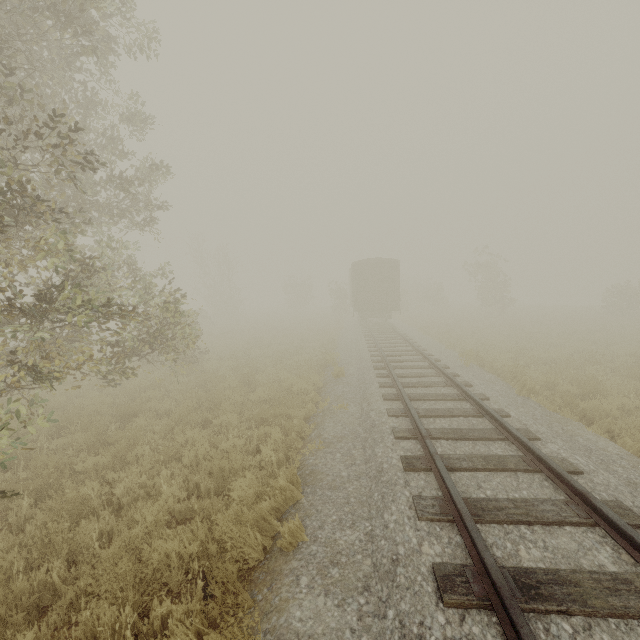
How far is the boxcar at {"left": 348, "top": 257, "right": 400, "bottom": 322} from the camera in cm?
2323

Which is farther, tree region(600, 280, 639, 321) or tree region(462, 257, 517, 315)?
tree region(462, 257, 517, 315)

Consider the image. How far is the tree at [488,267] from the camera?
29.7 meters

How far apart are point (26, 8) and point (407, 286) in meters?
47.9 m

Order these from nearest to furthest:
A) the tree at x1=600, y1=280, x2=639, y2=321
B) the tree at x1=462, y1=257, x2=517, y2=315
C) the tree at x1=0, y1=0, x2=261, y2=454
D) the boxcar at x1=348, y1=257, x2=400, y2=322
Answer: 1. the tree at x1=0, y1=0, x2=261, y2=454
2. the boxcar at x1=348, y1=257, x2=400, y2=322
3. the tree at x1=600, y1=280, x2=639, y2=321
4. the tree at x1=462, y1=257, x2=517, y2=315

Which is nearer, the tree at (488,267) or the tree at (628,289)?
the tree at (628,289)

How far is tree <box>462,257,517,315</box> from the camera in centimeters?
2972cm
